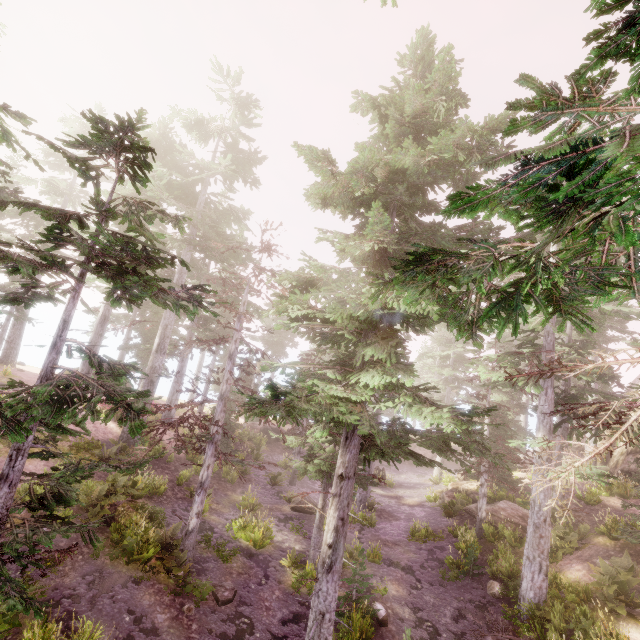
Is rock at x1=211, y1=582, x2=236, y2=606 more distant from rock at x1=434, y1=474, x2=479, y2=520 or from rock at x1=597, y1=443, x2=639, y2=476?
rock at x1=434, y1=474, x2=479, y2=520

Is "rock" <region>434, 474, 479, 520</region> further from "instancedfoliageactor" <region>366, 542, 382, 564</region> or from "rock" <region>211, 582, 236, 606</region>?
"rock" <region>211, 582, 236, 606</region>

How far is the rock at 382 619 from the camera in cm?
1184

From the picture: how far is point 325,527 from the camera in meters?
9.0 m

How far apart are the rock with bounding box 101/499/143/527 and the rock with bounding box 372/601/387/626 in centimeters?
941cm

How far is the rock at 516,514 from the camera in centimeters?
1788cm

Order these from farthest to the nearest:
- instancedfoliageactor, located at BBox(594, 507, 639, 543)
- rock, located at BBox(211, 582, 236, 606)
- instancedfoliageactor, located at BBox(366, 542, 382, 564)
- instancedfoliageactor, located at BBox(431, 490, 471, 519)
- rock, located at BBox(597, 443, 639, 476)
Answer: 1. rock, located at BBox(597, 443, 639, 476)
2. instancedfoliageactor, located at BBox(431, 490, 471, 519)
3. instancedfoliageactor, located at BBox(366, 542, 382, 564)
4. instancedfoliageactor, located at BBox(594, 507, 639, 543)
5. rock, located at BBox(211, 582, 236, 606)

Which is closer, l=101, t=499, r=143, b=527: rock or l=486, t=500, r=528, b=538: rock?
l=101, t=499, r=143, b=527: rock
